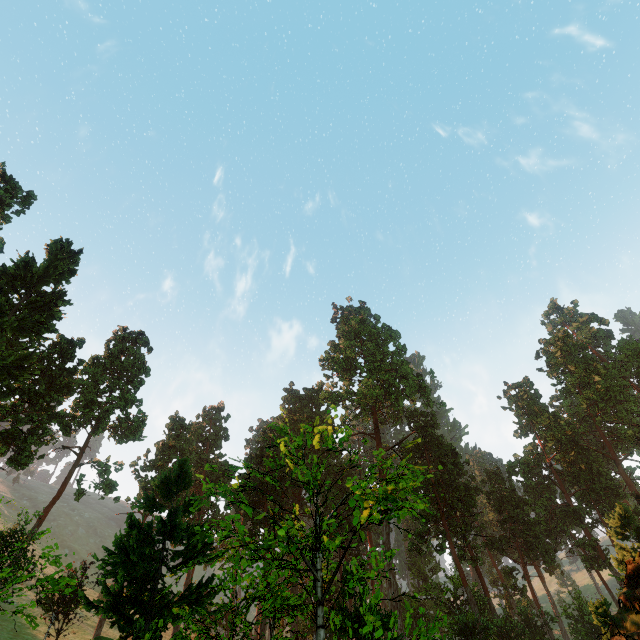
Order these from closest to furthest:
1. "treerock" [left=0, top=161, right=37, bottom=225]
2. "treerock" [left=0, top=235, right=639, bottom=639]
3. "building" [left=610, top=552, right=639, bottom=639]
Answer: "building" [left=610, top=552, right=639, bottom=639]
"treerock" [left=0, top=235, right=639, bottom=639]
"treerock" [left=0, top=161, right=37, bottom=225]

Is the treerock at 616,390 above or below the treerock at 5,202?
below

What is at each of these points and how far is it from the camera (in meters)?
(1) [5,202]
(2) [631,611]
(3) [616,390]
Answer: (1) treerock, 38.25
(2) building, 9.79
(3) treerock, 49.62

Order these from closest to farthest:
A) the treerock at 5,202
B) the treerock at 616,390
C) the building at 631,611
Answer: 1. the building at 631,611
2. the treerock at 616,390
3. the treerock at 5,202

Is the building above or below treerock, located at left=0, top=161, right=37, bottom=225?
below

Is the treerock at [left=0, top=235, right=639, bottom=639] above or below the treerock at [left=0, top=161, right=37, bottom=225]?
below

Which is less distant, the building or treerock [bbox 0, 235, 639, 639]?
the building
